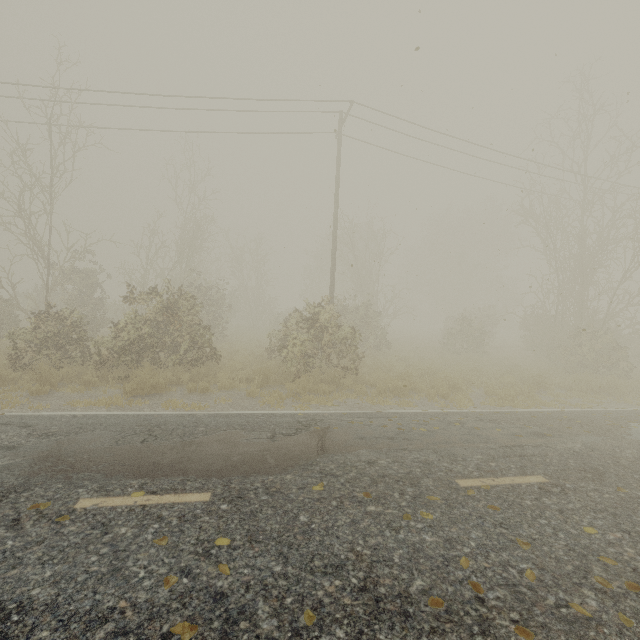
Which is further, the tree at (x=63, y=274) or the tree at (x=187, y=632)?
the tree at (x=63, y=274)

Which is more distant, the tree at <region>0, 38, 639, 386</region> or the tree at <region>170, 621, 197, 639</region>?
the tree at <region>0, 38, 639, 386</region>

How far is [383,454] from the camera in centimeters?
554cm

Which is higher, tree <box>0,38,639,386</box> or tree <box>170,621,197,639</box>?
tree <box>0,38,639,386</box>

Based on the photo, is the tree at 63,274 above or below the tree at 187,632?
above
